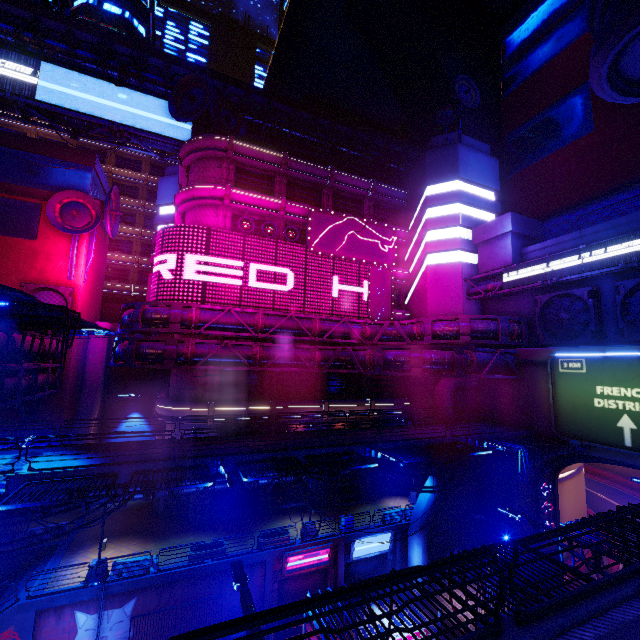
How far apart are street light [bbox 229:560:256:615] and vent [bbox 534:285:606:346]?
26.0 meters

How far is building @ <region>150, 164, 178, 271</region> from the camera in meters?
40.0 m

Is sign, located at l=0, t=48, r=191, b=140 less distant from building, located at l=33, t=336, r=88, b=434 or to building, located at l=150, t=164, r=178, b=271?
building, located at l=33, t=336, r=88, b=434

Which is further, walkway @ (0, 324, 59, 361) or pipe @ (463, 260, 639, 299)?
pipe @ (463, 260, 639, 299)

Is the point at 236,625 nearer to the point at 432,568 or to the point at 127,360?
the point at 432,568

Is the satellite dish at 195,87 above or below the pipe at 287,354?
above

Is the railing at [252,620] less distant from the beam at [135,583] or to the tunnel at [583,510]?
the beam at [135,583]

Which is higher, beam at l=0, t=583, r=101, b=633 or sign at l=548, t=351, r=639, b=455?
sign at l=548, t=351, r=639, b=455
